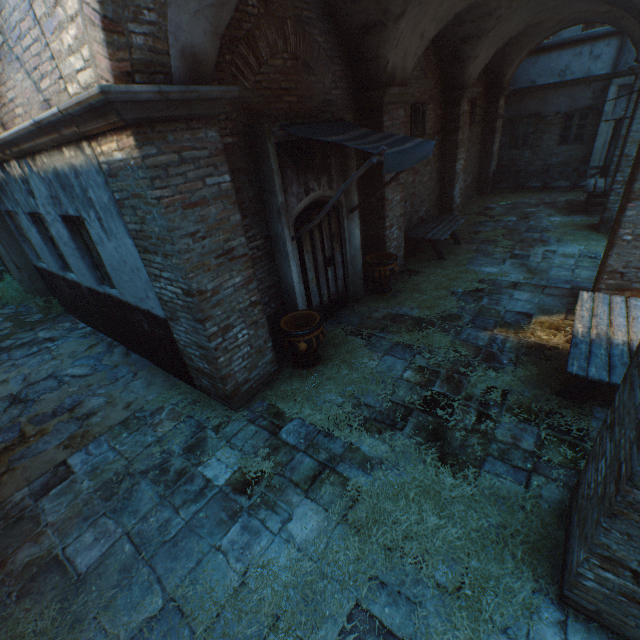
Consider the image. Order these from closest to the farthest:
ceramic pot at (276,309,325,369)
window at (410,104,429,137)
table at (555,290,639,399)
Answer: table at (555,290,639,399), ceramic pot at (276,309,325,369), window at (410,104,429,137)

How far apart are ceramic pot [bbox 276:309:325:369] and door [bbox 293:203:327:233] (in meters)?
0.59

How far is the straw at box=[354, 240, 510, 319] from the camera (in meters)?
6.83

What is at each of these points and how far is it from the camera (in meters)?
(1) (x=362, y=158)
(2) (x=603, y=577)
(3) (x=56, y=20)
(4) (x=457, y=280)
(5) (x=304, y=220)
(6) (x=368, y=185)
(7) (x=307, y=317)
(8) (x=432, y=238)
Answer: (1) building, 6.95
(2) building, 2.18
(3) building, 2.88
(4) straw, 7.63
(5) door, 5.61
(6) building, 7.17
(7) ceramic pot, 5.51
(8) table, 8.27

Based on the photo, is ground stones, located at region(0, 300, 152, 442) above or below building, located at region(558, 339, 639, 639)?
below

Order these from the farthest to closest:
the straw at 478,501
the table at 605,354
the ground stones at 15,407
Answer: the ground stones at 15,407, the table at 605,354, the straw at 478,501

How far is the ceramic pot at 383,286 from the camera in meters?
7.1

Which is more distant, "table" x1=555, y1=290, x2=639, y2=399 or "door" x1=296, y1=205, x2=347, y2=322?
"door" x1=296, y1=205, x2=347, y2=322
